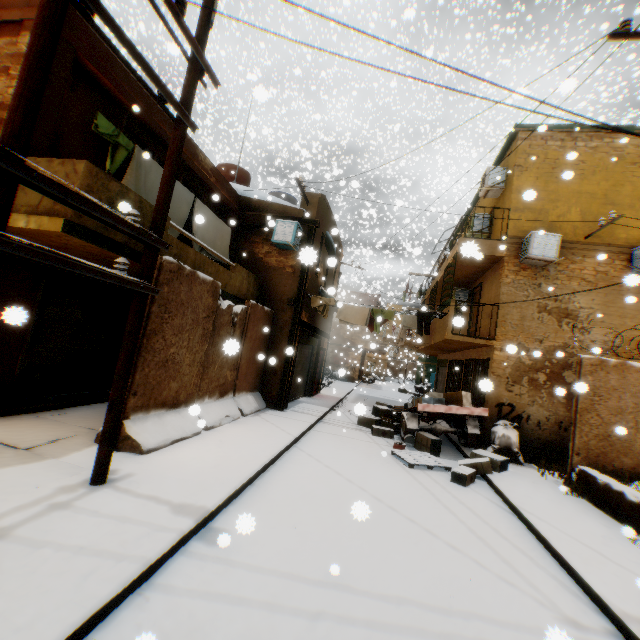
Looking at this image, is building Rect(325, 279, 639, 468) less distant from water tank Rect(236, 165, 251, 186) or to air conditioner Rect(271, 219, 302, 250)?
air conditioner Rect(271, 219, 302, 250)

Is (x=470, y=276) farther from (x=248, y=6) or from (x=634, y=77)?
(x=248, y=6)

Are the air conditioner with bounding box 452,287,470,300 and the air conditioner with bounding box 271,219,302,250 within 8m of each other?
yes

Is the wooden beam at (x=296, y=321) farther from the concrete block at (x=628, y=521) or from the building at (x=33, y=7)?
the concrete block at (x=628, y=521)

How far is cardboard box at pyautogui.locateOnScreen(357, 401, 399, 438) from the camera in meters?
10.6 m

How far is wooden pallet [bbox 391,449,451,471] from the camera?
7.93m

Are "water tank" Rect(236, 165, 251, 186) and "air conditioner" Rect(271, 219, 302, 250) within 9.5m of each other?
yes

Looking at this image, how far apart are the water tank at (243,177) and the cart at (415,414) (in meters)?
Answer: 11.20
